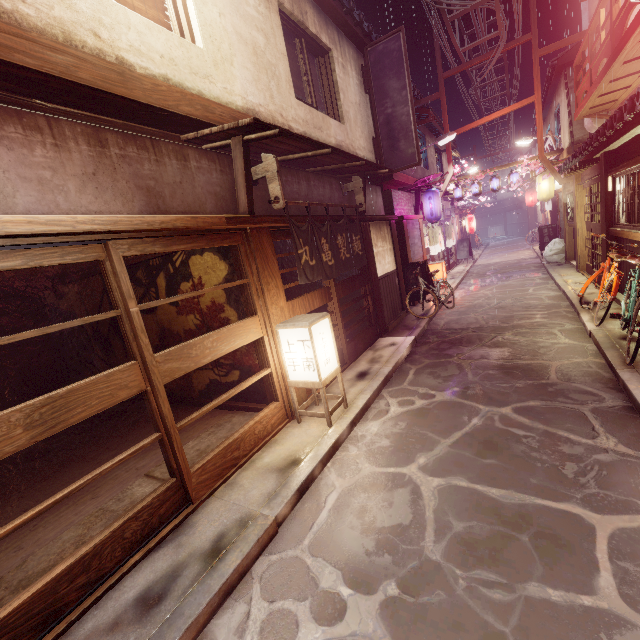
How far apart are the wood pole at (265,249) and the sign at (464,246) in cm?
3154

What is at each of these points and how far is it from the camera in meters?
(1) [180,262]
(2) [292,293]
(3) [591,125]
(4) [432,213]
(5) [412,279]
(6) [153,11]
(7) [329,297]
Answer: (1) building, 9.8
(2) building, 21.8
(3) vent, 19.6
(4) lantern, 20.2
(5) sign, 18.4
(6) blind, 6.8
(7) door, 11.5

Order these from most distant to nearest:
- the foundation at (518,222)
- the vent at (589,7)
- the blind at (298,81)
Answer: the foundation at (518,222) → the vent at (589,7) → the blind at (298,81)

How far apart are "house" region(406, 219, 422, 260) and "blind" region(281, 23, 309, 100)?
9.47m

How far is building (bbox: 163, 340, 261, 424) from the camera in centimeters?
950cm

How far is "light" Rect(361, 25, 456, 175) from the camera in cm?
1484

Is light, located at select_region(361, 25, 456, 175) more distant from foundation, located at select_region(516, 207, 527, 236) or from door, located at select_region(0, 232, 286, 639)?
foundation, located at select_region(516, 207, 527, 236)

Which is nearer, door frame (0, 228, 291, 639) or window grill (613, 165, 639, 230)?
door frame (0, 228, 291, 639)
